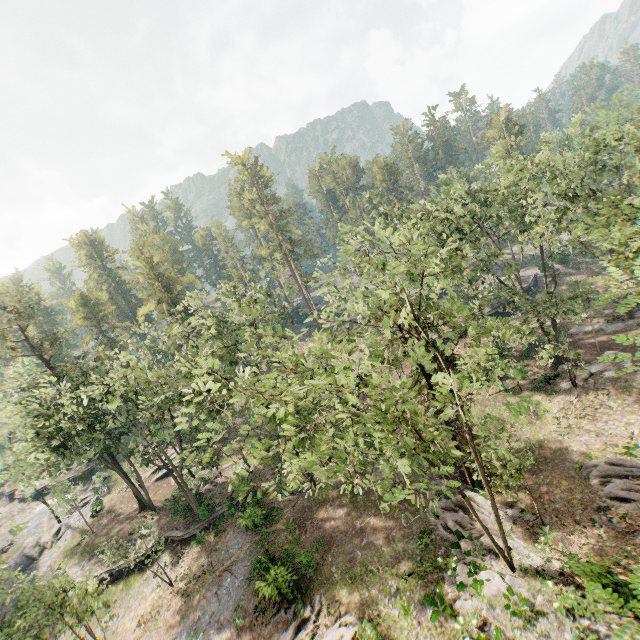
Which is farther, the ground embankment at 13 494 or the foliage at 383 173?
the foliage at 383 173

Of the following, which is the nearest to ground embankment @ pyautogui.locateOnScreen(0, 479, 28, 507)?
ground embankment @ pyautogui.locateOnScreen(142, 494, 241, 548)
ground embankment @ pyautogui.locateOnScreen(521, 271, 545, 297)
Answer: ground embankment @ pyautogui.locateOnScreen(142, 494, 241, 548)

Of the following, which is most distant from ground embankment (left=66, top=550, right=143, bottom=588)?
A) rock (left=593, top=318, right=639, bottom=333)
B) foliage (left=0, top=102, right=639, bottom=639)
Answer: rock (left=593, top=318, right=639, bottom=333)

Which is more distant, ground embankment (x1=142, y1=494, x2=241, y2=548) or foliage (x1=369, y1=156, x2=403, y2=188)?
foliage (x1=369, y1=156, x2=403, y2=188)

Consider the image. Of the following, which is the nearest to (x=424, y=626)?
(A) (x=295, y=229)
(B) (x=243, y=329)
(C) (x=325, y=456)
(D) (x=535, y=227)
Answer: (C) (x=325, y=456)

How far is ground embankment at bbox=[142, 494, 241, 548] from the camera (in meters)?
30.16

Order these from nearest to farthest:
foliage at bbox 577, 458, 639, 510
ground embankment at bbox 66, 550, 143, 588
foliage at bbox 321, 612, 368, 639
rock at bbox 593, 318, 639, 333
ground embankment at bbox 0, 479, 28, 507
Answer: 1. foliage at bbox 321, 612, 368, 639
2. foliage at bbox 577, 458, 639, 510
3. ground embankment at bbox 66, 550, 143, 588
4. rock at bbox 593, 318, 639, 333
5. ground embankment at bbox 0, 479, 28, 507
